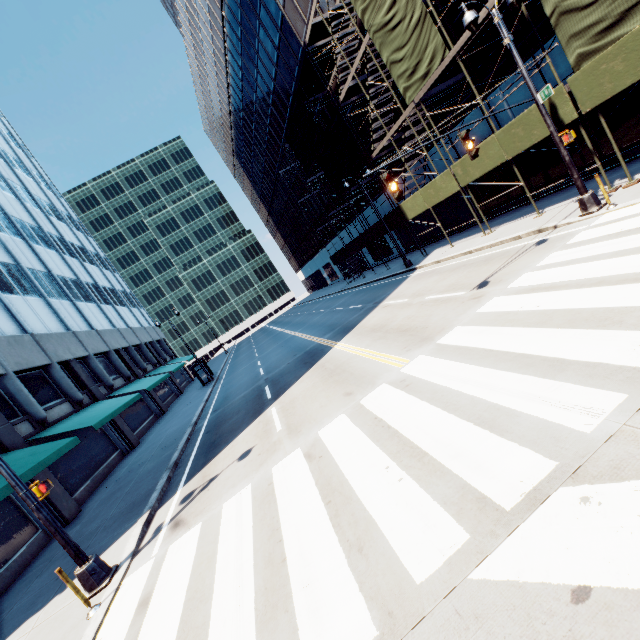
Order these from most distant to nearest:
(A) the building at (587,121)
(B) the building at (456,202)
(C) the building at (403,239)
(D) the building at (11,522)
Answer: (C) the building at (403,239), (B) the building at (456,202), (A) the building at (587,121), (D) the building at (11,522)

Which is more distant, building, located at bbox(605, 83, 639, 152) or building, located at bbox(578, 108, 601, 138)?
building, located at bbox(578, 108, 601, 138)

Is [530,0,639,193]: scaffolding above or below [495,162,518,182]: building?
above

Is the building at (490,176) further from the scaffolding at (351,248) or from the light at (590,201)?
the light at (590,201)

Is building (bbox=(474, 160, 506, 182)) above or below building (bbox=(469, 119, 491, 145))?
below

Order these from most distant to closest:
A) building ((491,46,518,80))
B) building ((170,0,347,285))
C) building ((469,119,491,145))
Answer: building ((170,0,347,285)) → building ((469,119,491,145)) → building ((491,46,518,80))

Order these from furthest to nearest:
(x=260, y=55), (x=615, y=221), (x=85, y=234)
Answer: (x=85, y=234) → (x=260, y=55) → (x=615, y=221)

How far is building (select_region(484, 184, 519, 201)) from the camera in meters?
18.3 m
